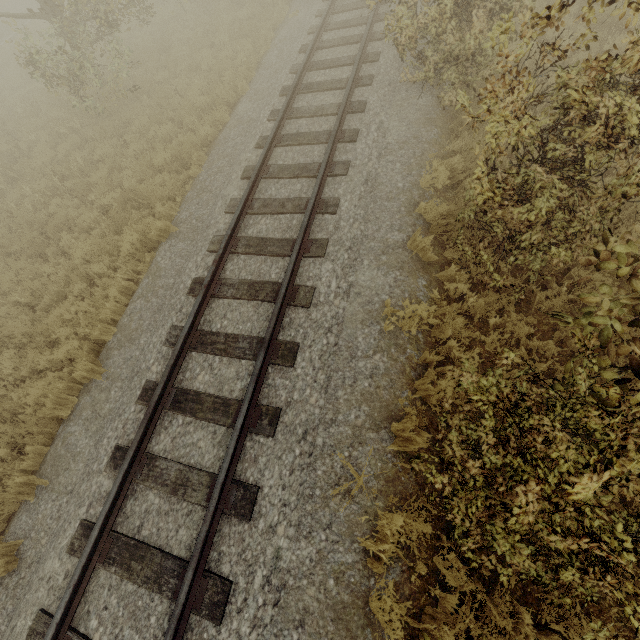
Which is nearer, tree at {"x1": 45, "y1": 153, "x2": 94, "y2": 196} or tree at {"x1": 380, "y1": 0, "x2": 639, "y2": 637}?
tree at {"x1": 380, "y1": 0, "x2": 639, "y2": 637}

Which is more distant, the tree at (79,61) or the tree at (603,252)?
the tree at (79,61)

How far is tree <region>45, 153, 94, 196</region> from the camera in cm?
941

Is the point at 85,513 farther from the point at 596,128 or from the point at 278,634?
the point at 596,128

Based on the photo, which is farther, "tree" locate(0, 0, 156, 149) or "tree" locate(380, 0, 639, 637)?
"tree" locate(0, 0, 156, 149)

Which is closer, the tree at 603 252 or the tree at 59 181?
the tree at 603 252

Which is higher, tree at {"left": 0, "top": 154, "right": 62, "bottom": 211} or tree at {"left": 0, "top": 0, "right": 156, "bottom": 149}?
tree at {"left": 0, "top": 0, "right": 156, "bottom": 149}
